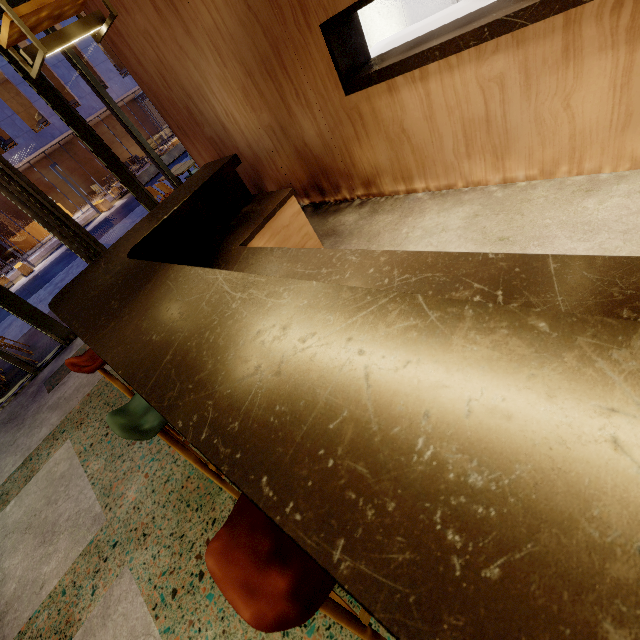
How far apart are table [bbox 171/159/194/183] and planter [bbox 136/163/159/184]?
12.1 meters

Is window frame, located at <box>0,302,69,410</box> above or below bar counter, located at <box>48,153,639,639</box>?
below

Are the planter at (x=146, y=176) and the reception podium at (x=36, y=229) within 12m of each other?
yes

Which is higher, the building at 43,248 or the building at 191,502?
the building at 191,502

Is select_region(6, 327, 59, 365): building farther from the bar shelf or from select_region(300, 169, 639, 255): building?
the bar shelf

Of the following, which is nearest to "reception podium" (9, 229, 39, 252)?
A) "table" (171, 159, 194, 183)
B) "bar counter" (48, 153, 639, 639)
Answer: "table" (171, 159, 194, 183)

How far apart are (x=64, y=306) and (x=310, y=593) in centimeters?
260cm
